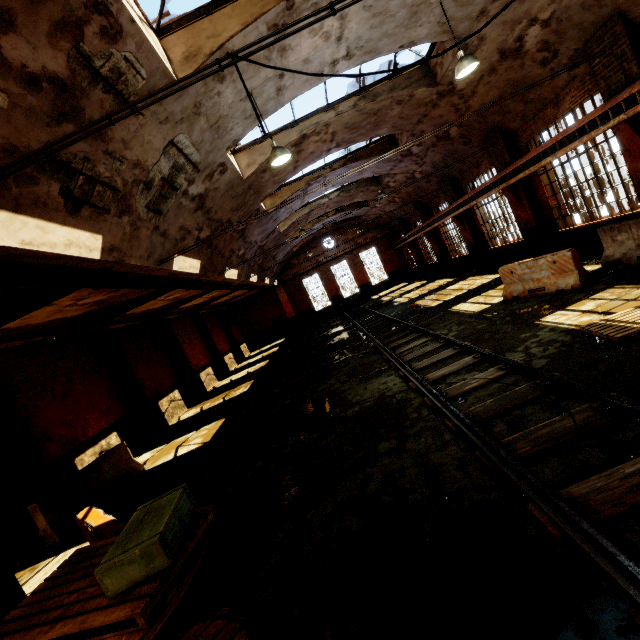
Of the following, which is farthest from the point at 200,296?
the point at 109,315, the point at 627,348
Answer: the point at 627,348

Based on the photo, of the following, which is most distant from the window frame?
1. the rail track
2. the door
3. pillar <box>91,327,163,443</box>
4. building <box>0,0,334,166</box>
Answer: the door

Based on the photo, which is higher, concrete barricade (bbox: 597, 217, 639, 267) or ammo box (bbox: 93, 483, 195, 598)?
ammo box (bbox: 93, 483, 195, 598)

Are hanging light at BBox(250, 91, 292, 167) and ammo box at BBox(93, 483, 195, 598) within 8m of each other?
yes

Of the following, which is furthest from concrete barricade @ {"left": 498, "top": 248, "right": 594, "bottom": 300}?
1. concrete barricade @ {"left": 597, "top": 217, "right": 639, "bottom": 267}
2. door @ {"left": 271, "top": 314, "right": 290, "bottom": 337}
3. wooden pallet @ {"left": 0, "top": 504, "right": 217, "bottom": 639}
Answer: door @ {"left": 271, "top": 314, "right": 290, "bottom": 337}

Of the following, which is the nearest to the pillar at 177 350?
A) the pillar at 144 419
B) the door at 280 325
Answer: the pillar at 144 419

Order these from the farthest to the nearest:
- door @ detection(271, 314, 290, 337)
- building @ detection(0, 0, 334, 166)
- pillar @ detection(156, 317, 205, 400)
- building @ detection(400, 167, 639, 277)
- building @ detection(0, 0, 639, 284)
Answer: door @ detection(271, 314, 290, 337), pillar @ detection(156, 317, 205, 400), building @ detection(400, 167, 639, 277), building @ detection(0, 0, 639, 284), building @ detection(0, 0, 334, 166)

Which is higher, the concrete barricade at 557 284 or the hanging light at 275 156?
the hanging light at 275 156
